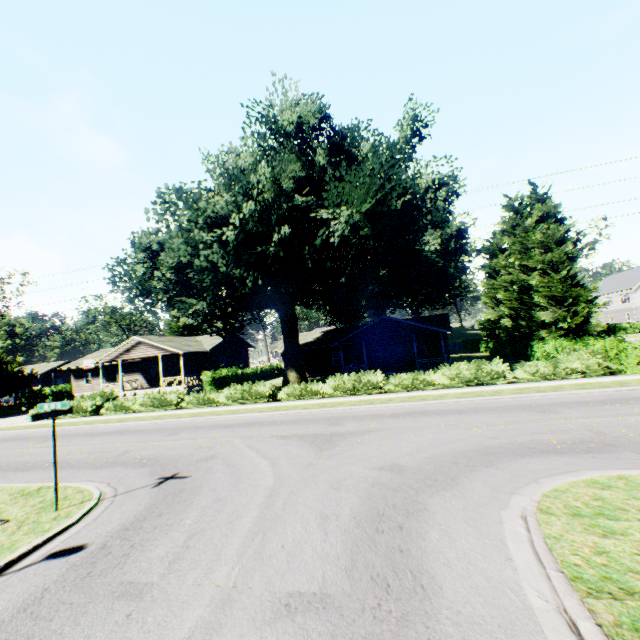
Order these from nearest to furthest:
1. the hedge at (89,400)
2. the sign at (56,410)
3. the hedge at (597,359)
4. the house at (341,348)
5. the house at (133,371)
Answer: the sign at (56,410) → the hedge at (597,359) → the hedge at (89,400) → the house at (341,348) → the house at (133,371)

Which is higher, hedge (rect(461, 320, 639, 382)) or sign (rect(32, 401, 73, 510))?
sign (rect(32, 401, 73, 510))

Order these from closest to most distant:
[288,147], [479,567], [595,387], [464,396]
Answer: [479,567]
[595,387]
[464,396]
[288,147]

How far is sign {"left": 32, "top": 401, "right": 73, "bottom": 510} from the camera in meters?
7.8

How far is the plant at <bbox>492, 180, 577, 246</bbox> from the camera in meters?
47.2 m

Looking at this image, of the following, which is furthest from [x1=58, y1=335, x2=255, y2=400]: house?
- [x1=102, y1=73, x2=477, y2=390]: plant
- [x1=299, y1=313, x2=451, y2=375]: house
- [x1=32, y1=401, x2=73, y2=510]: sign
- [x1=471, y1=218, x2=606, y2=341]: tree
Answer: [x1=471, y1=218, x2=606, y2=341]: tree

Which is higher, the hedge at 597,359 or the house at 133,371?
the house at 133,371

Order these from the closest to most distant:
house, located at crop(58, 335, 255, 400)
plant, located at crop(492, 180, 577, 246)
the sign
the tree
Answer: the sign → the tree → house, located at crop(58, 335, 255, 400) → plant, located at crop(492, 180, 577, 246)
